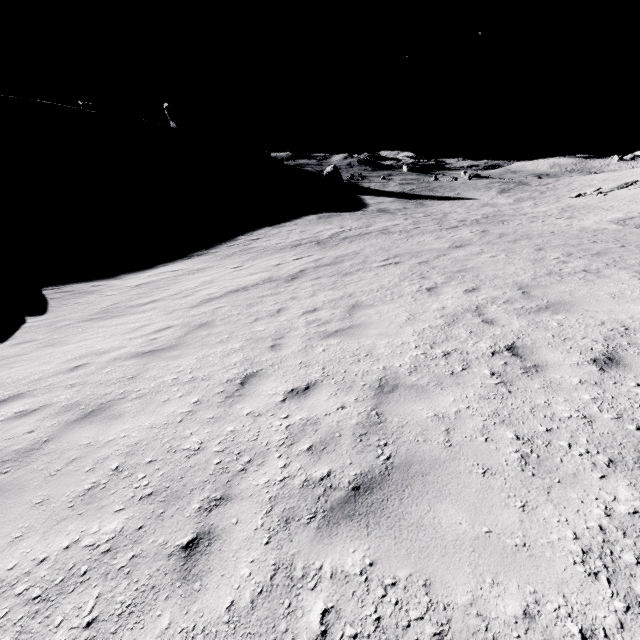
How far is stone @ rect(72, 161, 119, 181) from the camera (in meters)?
54.31

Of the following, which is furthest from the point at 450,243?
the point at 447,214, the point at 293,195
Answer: the point at 293,195

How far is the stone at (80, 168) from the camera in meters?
54.3
